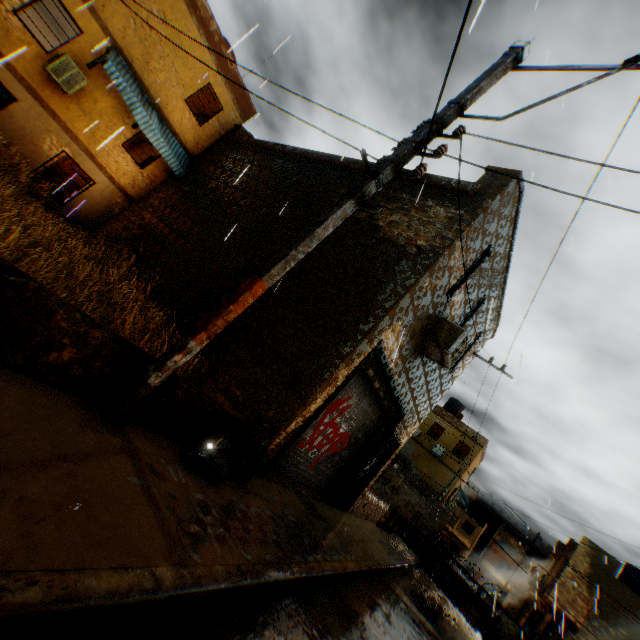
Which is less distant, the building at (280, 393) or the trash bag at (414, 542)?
the building at (280, 393)

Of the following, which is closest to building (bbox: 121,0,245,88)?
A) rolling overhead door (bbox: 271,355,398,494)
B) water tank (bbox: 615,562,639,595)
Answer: rolling overhead door (bbox: 271,355,398,494)

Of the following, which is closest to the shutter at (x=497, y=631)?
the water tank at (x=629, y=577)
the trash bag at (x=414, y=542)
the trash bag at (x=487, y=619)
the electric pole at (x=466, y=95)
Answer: the trash bag at (x=487, y=619)

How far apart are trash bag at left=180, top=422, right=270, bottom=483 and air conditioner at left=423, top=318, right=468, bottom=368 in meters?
2.2

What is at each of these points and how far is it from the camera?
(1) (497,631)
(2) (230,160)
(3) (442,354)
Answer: (1) shutter, 15.46m
(2) building, 12.96m
(3) air conditioner, 7.67m

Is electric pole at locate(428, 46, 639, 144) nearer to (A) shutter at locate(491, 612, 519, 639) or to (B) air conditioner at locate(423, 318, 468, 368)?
(B) air conditioner at locate(423, 318, 468, 368)

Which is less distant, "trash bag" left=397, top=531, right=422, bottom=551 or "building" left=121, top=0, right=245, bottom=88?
"building" left=121, top=0, right=245, bottom=88

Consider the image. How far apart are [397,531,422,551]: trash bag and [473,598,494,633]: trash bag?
2.86m
